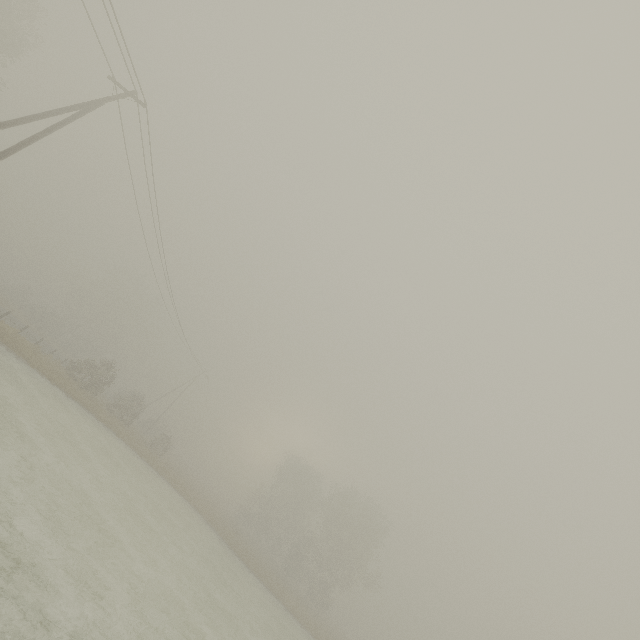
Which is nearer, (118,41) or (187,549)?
(118,41)
